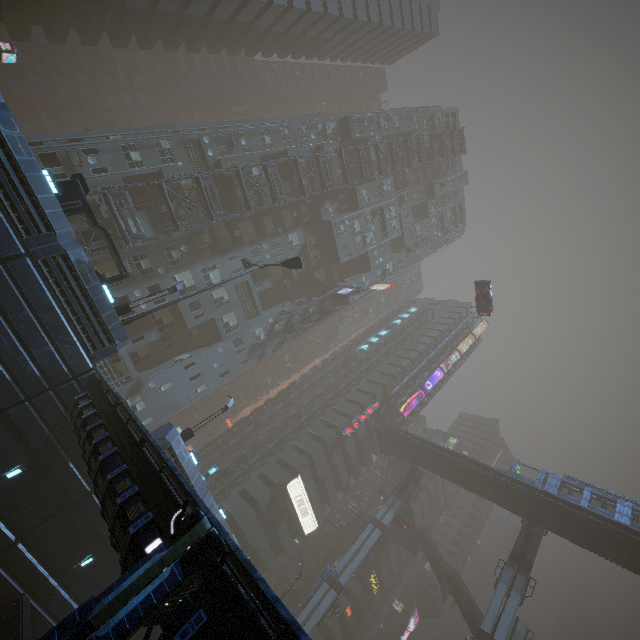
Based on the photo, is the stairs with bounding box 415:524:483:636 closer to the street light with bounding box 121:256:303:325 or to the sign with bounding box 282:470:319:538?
the sign with bounding box 282:470:319:538

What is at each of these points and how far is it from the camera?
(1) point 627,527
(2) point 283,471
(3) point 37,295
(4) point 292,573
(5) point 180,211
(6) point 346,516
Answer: (1) bridge, 31.5 meters
(2) building, 42.8 meters
(3) building, 14.5 meters
(4) building, 52.3 meters
(5) building, 30.3 meters
(6) building, 58.9 meters

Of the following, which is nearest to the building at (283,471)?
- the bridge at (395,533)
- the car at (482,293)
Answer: the bridge at (395,533)

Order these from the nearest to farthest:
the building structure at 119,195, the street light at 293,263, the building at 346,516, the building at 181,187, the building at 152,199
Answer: the street light at 293,263, the building structure at 119,195, the building at 152,199, the building at 181,187, the building at 346,516

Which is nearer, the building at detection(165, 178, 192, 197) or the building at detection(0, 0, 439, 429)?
the building at detection(0, 0, 439, 429)

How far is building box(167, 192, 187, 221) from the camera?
29.8 meters

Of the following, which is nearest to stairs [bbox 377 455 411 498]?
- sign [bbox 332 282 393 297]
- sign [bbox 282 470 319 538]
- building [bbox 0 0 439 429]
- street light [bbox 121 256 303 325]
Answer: building [bbox 0 0 439 429]

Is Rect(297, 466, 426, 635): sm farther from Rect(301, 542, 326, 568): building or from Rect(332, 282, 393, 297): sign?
Rect(332, 282, 393, 297): sign
